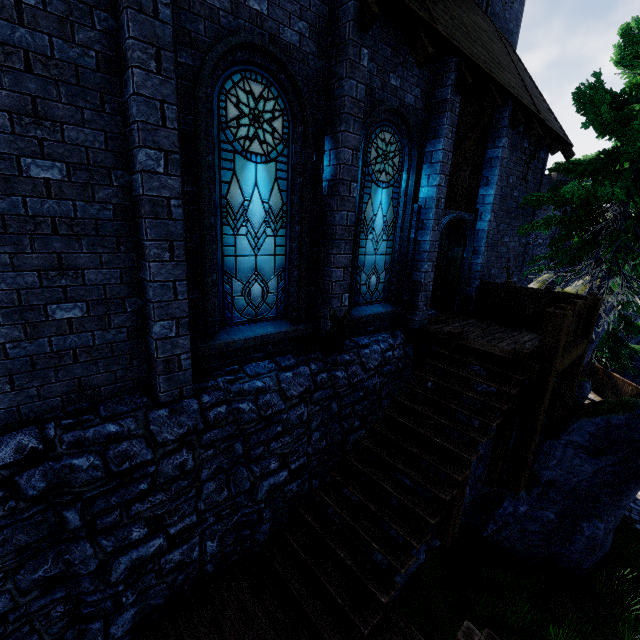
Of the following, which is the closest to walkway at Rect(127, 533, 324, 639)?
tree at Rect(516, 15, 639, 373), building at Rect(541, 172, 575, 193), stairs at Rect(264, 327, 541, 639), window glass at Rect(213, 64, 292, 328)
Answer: stairs at Rect(264, 327, 541, 639)

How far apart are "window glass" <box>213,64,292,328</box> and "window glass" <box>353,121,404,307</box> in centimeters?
153cm

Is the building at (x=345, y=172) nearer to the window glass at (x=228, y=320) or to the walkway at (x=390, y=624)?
the window glass at (x=228, y=320)

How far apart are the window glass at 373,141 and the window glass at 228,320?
1.53m

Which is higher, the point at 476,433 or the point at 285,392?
the point at 285,392

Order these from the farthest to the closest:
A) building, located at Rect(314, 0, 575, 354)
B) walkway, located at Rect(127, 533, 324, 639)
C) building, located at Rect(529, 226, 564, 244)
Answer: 1. building, located at Rect(529, 226, 564, 244)
2. building, located at Rect(314, 0, 575, 354)
3. walkway, located at Rect(127, 533, 324, 639)

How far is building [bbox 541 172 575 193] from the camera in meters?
31.5 m

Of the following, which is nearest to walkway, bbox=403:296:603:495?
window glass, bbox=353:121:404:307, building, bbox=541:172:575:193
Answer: window glass, bbox=353:121:404:307
